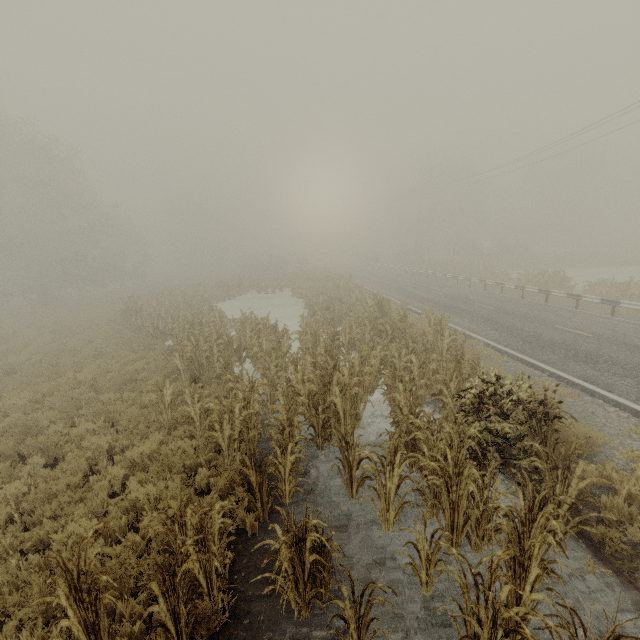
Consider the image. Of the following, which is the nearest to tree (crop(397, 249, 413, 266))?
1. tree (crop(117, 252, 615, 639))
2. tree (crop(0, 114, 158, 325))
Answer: tree (crop(117, 252, 615, 639))

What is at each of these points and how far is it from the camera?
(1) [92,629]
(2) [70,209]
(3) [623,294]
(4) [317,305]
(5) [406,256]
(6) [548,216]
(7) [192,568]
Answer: (1) tree, 3.5 meters
(2) tree, 31.6 meters
(3) tree, 16.0 meters
(4) tree, 20.3 meters
(5) tree, 52.8 meters
(6) tree, 56.5 meters
(7) tree, 3.8 meters

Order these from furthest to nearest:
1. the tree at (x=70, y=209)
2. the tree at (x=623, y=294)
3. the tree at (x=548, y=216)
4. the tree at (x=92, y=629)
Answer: the tree at (x=548, y=216) < the tree at (x=70, y=209) < the tree at (x=623, y=294) < the tree at (x=92, y=629)

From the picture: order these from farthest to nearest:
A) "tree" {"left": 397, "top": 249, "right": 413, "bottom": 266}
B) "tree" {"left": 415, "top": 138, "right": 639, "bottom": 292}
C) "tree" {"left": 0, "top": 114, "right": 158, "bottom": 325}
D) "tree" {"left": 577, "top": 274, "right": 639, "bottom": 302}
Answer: "tree" {"left": 397, "top": 249, "right": 413, "bottom": 266} < "tree" {"left": 415, "top": 138, "right": 639, "bottom": 292} < "tree" {"left": 0, "top": 114, "right": 158, "bottom": 325} < "tree" {"left": 577, "top": 274, "right": 639, "bottom": 302}

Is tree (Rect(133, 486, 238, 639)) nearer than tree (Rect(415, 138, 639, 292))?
Yes

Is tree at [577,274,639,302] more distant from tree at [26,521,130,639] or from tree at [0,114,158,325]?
tree at [0,114,158,325]

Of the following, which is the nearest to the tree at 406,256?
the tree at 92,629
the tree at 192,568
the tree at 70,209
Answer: the tree at 70,209

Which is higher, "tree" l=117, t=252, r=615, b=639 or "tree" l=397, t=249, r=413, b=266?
"tree" l=397, t=249, r=413, b=266
